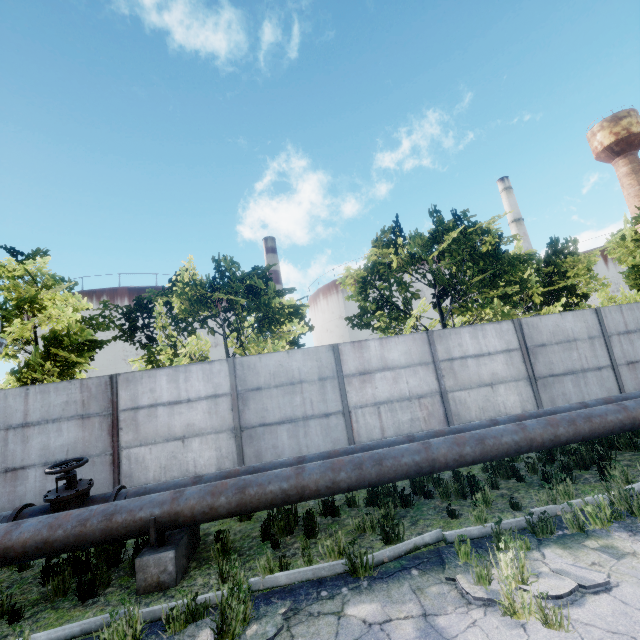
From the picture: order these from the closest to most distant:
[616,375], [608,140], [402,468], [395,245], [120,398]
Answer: [402,468] → [120,398] → [616,375] → [395,245] → [608,140]

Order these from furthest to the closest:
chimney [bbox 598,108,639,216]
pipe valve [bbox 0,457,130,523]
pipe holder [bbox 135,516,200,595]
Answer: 1. chimney [bbox 598,108,639,216]
2. pipe valve [bbox 0,457,130,523]
3. pipe holder [bbox 135,516,200,595]

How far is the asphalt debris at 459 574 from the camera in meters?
3.5 m

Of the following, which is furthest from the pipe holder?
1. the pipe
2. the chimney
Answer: the chimney

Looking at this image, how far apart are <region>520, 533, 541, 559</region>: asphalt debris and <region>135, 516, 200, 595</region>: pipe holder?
3.9m

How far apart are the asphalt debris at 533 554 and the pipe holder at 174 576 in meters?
3.9

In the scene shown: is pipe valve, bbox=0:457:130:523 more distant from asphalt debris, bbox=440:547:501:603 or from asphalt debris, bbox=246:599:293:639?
asphalt debris, bbox=440:547:501:603

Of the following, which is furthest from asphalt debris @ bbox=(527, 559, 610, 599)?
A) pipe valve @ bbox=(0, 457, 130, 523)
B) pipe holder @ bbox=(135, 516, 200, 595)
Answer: pipe valve @ bbox=(0, 457, 130, 523)
